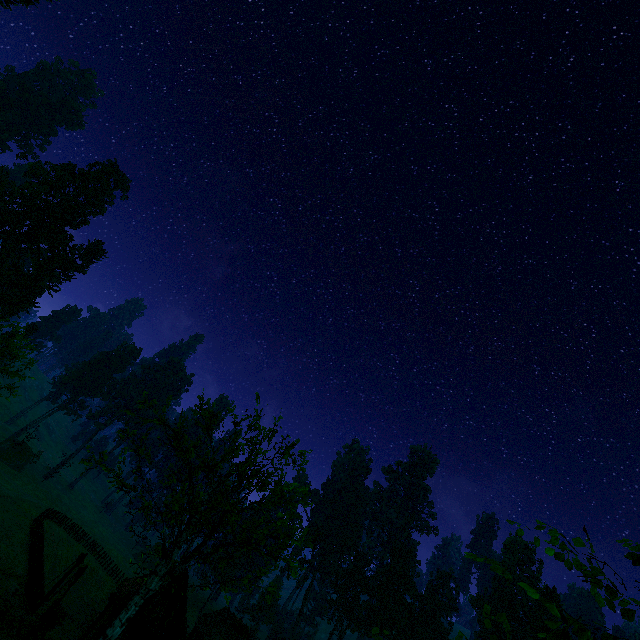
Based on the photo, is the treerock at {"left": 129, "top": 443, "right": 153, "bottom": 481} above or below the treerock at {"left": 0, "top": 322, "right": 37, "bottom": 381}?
below

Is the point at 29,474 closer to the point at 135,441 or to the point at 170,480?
the point at 135,441

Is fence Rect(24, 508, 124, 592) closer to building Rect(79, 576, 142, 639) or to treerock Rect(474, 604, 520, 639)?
building Rect(79, 576, 142, 639)

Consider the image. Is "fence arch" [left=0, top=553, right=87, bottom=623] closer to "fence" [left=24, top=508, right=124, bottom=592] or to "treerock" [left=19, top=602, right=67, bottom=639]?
"fence" [left=24, top=508, right=124, bottom=592]

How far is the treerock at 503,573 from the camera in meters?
4.0

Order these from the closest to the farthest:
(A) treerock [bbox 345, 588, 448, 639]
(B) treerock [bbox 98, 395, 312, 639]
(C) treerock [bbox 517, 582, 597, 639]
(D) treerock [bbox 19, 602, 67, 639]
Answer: (C) treerock [bbox 517, 582, 597, 639]
(D) treerock [bbox 19, 602, 67, 639]
(B) treerock [bbox 98, 395, 312, 639]
(A) treerock [bbox 345, 588, 448, 639]

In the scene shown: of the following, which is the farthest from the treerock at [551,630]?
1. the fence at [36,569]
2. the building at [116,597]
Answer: the fence at [36,569]
